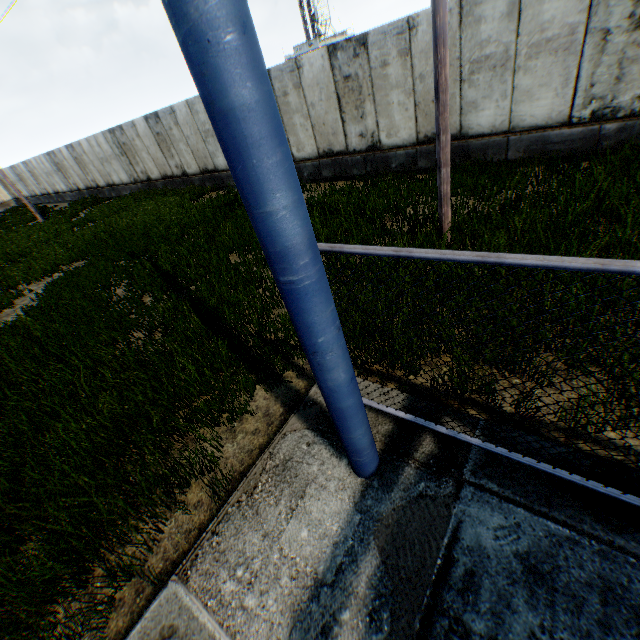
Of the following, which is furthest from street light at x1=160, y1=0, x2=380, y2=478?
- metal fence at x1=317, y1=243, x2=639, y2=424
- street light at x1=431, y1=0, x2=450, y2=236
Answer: street light at x1=431, y1=0, x2=450, y2=236

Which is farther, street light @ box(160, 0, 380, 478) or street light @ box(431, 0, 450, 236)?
street light @ box(431, 0, 450, 236)

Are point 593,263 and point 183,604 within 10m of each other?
yes

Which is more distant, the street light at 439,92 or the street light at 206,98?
the street light at 439,92

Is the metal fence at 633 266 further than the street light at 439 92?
No

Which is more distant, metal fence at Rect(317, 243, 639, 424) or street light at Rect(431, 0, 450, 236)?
street light at Rect(431, 0, 450, 236)

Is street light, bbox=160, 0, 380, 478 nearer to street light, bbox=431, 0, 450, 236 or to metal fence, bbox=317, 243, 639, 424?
metal fence, bbox=317, 243, 639, 424
